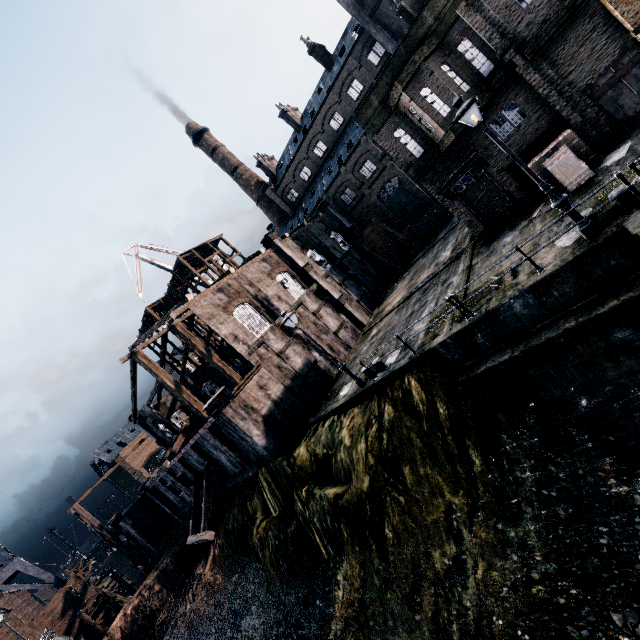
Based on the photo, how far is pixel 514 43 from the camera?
14.04m

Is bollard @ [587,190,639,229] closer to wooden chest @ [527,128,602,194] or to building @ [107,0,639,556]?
wooden chest @ [527,128,602,194]

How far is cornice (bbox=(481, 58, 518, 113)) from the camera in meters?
14.3 m

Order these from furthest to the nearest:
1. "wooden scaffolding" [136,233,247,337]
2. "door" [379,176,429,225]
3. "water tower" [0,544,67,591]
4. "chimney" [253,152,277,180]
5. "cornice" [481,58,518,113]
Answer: "chimney" [253,152,277,180], "wooden scaffolding" [136,233,247,337], "door" [379,176,429,225], "water tower" [0,544,67,591], "cornice" [481,58,518,113]

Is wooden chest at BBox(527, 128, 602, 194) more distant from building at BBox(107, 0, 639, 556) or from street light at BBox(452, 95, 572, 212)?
street light at BBox(452, 95, 572, 212)

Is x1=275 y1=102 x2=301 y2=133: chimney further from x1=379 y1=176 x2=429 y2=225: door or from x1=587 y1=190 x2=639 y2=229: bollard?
x1=587 y1=190 x2=639 y2=229: bollard

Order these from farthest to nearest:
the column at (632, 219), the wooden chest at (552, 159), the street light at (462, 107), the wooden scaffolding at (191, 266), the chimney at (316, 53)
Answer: the chimney at (316, 53) → the wooden scaffolding at (191, 266) → the wooden chest at (552, 159) → the street light at (462, 107) → the column at (632, 219)

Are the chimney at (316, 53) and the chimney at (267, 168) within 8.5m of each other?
no
